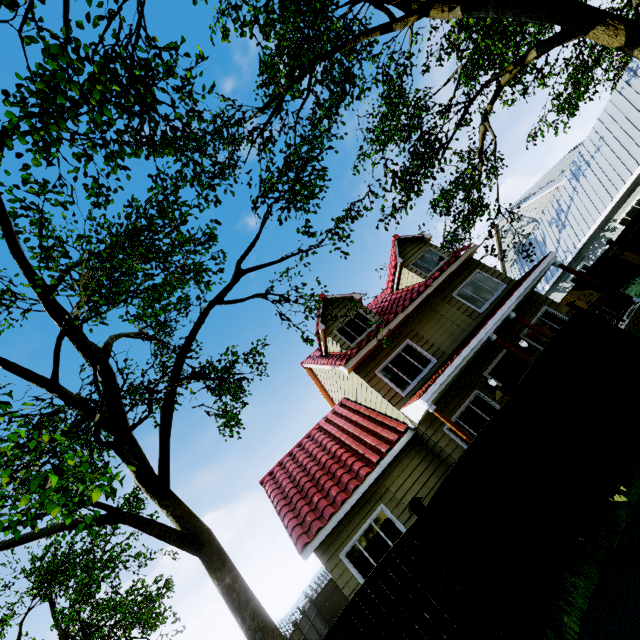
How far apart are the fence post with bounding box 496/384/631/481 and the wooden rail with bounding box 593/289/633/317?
7.3m

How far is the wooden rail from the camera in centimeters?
1062cm

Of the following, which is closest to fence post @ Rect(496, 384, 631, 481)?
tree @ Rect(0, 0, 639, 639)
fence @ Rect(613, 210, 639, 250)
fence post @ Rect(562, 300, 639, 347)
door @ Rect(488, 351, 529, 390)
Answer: fence @ Rect(613, 210, 639, 250)

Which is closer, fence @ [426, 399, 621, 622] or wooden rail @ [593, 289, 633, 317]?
fence @ [426, 399, 621, 622]

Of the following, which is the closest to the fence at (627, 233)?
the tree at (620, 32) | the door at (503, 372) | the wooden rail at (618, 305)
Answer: the tree at (620, 32)

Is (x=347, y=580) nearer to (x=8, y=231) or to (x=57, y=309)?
(x=57, y=309)

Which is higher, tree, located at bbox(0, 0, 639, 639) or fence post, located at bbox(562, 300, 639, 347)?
tree, located at bbox(0, 0, 639, 639)

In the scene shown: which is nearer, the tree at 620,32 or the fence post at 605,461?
the fence post at 605,461
